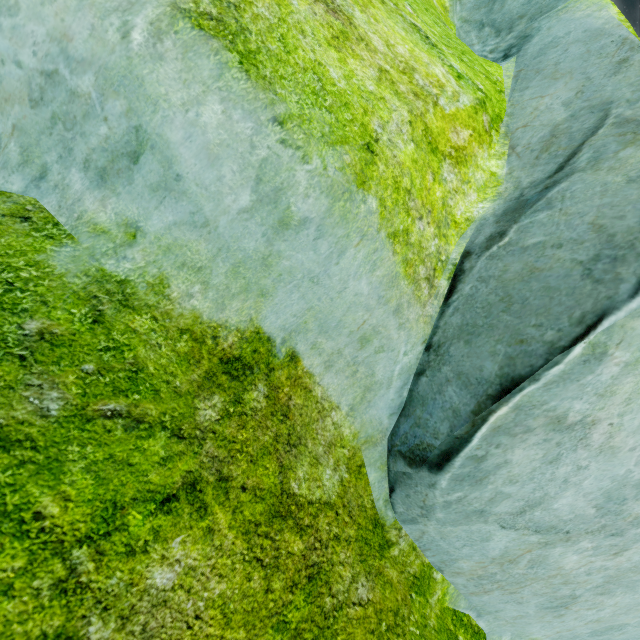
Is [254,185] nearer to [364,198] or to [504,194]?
[364,198]
